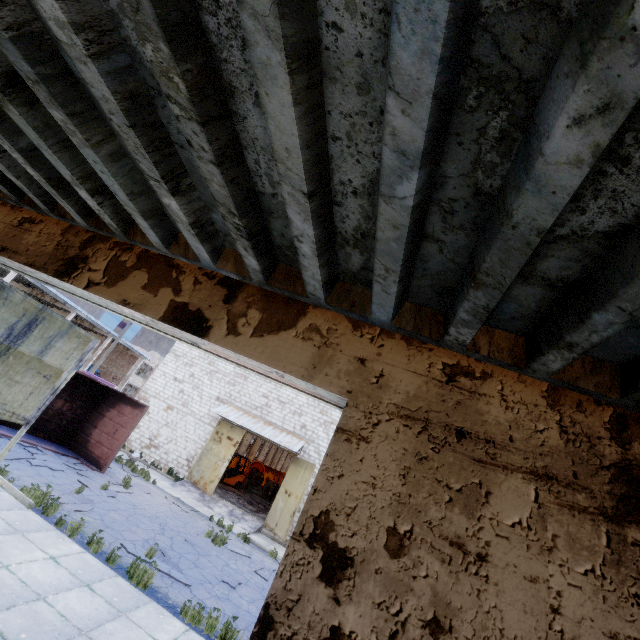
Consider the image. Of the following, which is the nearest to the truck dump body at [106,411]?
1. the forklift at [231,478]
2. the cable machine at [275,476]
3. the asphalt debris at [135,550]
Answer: the asphalt debris at [135,550]

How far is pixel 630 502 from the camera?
1.7m

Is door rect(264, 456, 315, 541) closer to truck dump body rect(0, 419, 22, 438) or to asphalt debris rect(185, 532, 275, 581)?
asphalt debris rect(185, 532, 275, 581)

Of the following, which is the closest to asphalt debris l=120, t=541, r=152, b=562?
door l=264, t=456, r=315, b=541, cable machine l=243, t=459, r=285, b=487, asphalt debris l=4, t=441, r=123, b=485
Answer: asphalt debris l=4, t=441, r=123, b=485

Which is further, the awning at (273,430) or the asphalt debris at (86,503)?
the awning at (273,430)

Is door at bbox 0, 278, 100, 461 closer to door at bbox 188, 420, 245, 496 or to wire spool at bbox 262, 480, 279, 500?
door at bbox 188, 420, 245, 496

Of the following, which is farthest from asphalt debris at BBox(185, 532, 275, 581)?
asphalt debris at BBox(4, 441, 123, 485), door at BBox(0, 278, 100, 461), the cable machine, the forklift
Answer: the cable machine

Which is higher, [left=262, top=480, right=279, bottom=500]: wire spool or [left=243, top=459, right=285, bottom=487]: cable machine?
[left=243, top=459, right=285, bottom=487]: cable machine
